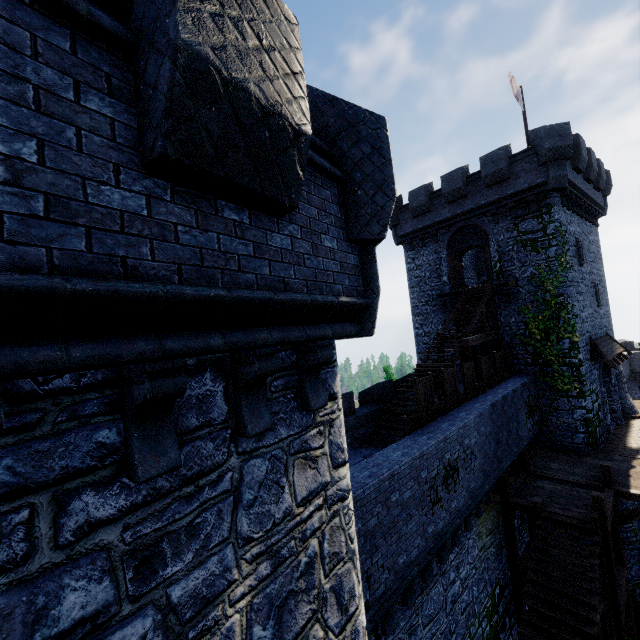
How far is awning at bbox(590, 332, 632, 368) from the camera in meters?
17.5 m

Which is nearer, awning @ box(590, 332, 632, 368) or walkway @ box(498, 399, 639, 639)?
walkway @ box(498, 399, 639, 639)

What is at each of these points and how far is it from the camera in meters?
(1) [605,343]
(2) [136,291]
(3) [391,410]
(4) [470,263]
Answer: (1) awning, 19.4
(2) building, 2.0
(3) stairs, 13.9
(4) building, 27.4

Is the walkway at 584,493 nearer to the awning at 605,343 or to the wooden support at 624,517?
the wooden support at 624,517

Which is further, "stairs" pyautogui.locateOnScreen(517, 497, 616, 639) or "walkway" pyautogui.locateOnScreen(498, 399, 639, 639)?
"walkway" pyautogui.locateOnScreen(498, 399, 639, 639)

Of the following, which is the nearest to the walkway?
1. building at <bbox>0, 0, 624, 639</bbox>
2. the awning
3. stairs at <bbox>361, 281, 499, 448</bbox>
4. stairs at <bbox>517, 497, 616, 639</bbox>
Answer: stairs at <bbox>517, 497, 616, 639</bbox>

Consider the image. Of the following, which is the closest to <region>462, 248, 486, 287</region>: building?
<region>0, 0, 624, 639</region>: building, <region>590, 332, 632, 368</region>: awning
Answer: <region>590, 332, 632, 368</region>: awning

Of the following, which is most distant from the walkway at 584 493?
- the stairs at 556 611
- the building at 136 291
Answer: the building at 136 291
